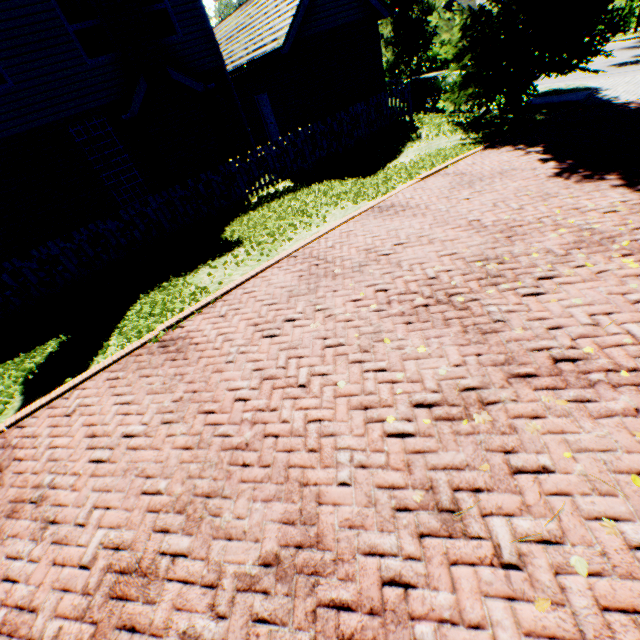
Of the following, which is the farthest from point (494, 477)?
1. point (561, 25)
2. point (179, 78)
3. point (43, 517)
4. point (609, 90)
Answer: point (609, 90)

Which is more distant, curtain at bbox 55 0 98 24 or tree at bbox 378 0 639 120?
tree at bbox 378 0 639 120

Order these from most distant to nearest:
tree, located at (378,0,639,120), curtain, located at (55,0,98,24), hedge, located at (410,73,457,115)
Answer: hedge, located at (410,73,457,115) < tree, located at (378,0,639,120) < curtain, located at (55,0,98,24)

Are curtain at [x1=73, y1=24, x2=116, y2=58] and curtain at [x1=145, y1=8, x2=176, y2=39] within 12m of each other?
yes

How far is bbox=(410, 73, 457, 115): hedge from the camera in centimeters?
1622cm

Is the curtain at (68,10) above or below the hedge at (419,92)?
above

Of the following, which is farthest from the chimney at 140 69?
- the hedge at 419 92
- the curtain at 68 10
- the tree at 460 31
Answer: the hedge at 419 92

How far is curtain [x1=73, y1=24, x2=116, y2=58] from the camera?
9.3m
